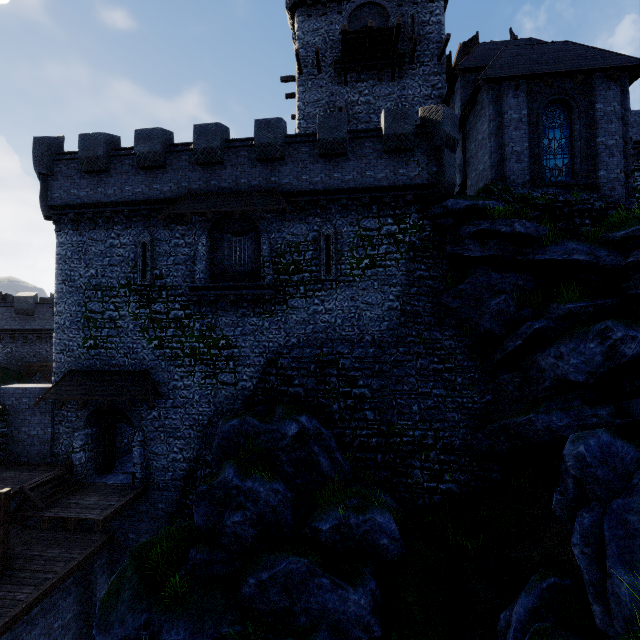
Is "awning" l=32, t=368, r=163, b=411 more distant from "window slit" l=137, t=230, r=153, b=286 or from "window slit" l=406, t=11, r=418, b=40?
"window slit" l=406, t=11, r=418, b=40

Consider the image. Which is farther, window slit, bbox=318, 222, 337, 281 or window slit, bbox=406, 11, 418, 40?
window slit, bbox=406, 11, 418, 40

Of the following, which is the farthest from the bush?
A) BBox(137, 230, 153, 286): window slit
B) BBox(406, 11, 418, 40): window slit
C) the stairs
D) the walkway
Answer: A: BBox(406, 11, 418, 40): window slit

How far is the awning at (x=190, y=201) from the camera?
14.6m

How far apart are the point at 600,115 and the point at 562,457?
14.5 meters

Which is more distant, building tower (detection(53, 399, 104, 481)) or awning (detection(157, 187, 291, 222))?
building tower (detection(53, 399, 104, 481))

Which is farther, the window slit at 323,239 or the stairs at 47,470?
the window slit at 323,239

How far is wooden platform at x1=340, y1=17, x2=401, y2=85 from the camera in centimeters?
1866cm
